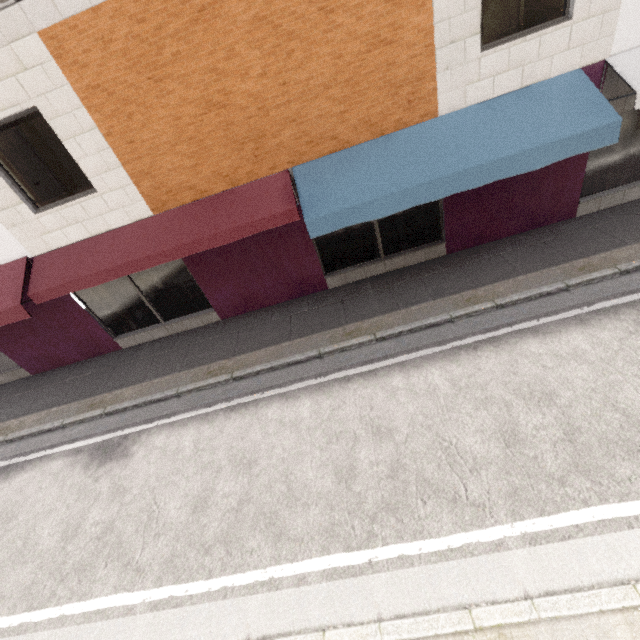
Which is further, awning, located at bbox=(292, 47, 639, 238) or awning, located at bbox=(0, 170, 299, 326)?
awning, located at bbox=(0, 170, 299, 326)

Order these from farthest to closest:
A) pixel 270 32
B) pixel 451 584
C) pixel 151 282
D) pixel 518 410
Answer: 1. pixel 151 282
2. pixel 270 32
3. pixel 518 410
4. pixel 451 584

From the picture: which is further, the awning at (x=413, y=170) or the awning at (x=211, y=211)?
→ the awning at (x=211, y=211)
